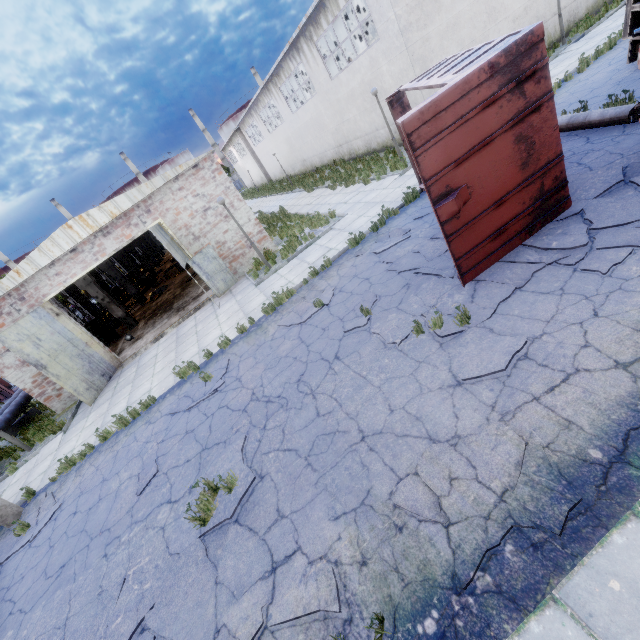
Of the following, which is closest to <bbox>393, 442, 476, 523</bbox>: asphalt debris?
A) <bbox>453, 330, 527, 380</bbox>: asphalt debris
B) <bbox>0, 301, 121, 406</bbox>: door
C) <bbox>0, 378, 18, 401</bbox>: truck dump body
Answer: A: <bbox>453, 330, 527, 380</bbox>: asphalt debris

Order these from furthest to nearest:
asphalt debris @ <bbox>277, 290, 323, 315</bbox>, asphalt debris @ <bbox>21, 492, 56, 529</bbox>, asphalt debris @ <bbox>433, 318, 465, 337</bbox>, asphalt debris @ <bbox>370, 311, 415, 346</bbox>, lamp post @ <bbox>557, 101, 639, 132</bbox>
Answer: asphalt debris @ <bbox>277, 290, 323, 315</bbox> → asphalt debris @ <bbox>21, 492, 56, 529</bbox> → lamp post @ <bbox>557, 101, 639, 132</bbox> → asphalt debris @ <bbox>370, 311, 415, 346</bbox> → asphalt debris @ <bbox>433, 318, 465, 337</bbox>

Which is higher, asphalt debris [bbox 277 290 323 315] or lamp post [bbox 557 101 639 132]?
lamp post [bbox 557 101 639 132]

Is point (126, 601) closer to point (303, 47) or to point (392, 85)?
point (392, 85)

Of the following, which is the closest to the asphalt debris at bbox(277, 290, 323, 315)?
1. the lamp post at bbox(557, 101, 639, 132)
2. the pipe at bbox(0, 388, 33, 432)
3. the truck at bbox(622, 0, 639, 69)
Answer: the truck at bbox(622, 0, 639, 69)

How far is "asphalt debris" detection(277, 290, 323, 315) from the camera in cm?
918

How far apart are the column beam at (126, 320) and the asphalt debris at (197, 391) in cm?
1245

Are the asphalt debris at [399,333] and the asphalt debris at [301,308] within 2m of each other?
yes
